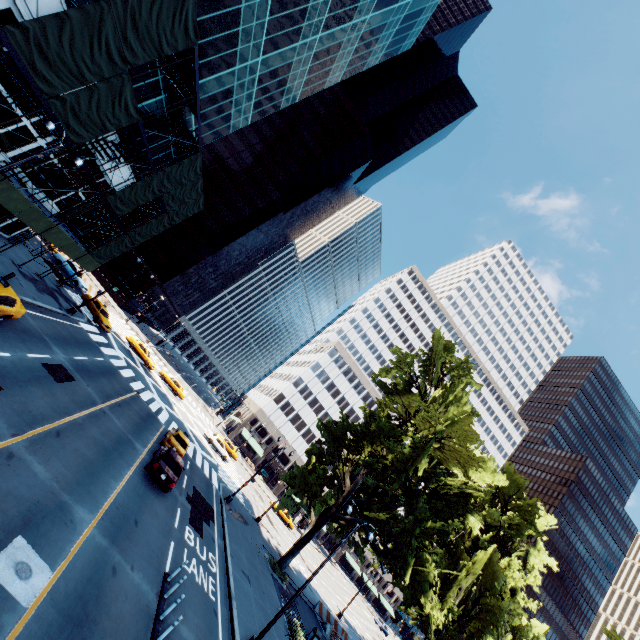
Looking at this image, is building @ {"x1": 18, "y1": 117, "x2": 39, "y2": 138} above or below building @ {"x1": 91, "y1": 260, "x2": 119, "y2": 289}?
above

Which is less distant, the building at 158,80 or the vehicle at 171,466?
the vehicle at 171,466

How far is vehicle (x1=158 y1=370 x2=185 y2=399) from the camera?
45.6m

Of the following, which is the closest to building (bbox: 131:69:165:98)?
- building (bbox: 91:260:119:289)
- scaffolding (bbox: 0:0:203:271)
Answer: scaffolding (bbox: 0:0:203:271)

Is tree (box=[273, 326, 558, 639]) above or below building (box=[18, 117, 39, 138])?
above

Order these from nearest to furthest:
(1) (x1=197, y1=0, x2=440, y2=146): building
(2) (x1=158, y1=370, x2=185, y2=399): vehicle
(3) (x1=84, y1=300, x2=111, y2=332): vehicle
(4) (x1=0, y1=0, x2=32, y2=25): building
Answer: (4) (x1=0, y1=0, x2=32, y2=25): building → (1) (x1=197, y1=0, x2=440, y2=146): building → (3) (x1=84, y1=300, x2=111, y2=332): vehicle → (2) (x1=158, y1=370, x2=185, y2=399): vehicle

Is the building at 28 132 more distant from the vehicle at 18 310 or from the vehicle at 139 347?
the vehicle at 139 347

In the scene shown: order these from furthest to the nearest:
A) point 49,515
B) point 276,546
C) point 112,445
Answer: point 276,546, point 112,445, point 49,515
